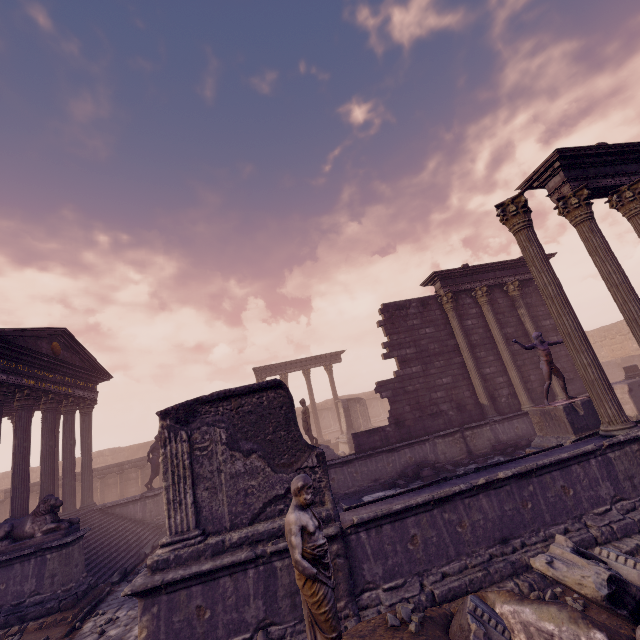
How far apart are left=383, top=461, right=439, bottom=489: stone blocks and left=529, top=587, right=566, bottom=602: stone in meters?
5.8

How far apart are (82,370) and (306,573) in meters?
16.2 m

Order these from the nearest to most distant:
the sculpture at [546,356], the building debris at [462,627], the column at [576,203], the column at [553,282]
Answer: the building debris at [462,627] → the column at [553,282] → the column at [576,203] → the sculpture at [546,356]

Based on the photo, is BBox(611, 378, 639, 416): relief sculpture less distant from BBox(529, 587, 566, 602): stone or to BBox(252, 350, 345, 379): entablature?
BBox(529, 587, 566, 602): stone

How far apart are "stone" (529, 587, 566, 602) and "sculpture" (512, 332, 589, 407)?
6.0m

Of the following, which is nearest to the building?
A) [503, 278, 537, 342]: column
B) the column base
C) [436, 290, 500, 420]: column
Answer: [436, 290, 500, 420]: column

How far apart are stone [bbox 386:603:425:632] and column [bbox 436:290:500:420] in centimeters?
1037cm

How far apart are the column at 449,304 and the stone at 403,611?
10.37m
